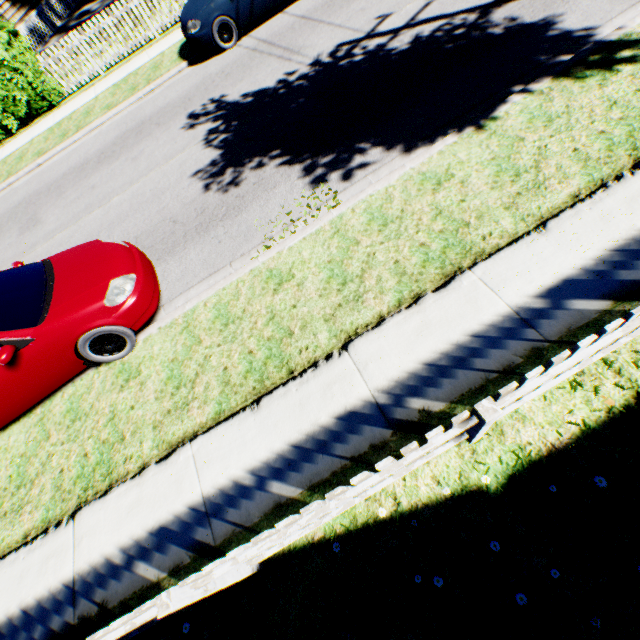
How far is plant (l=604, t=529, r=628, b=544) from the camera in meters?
2.5

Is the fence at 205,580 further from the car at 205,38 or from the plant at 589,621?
the car at 205,38

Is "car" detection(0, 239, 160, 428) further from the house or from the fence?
the house

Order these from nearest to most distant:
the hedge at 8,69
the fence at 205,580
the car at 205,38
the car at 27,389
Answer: the fence at 205,580 < the car at 27,389 < the car at 205,38 < the hedge at 8,69

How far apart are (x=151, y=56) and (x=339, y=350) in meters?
13.3 m

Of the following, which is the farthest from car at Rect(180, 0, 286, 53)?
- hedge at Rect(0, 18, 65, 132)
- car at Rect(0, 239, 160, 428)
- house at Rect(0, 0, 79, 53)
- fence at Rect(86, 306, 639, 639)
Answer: house at Rect(0, 0, 79, 53)

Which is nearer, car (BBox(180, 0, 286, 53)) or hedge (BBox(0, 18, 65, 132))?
car (BBox(180, 0, 286, 53))

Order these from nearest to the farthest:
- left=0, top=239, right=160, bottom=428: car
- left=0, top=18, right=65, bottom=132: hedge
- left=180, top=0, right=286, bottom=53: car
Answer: left=0, top=239, right=160, bottom=428: car < left=180, top=0, right=286, bottom=53: car < left=0, top=18, right=65, bottom=132: hedge
